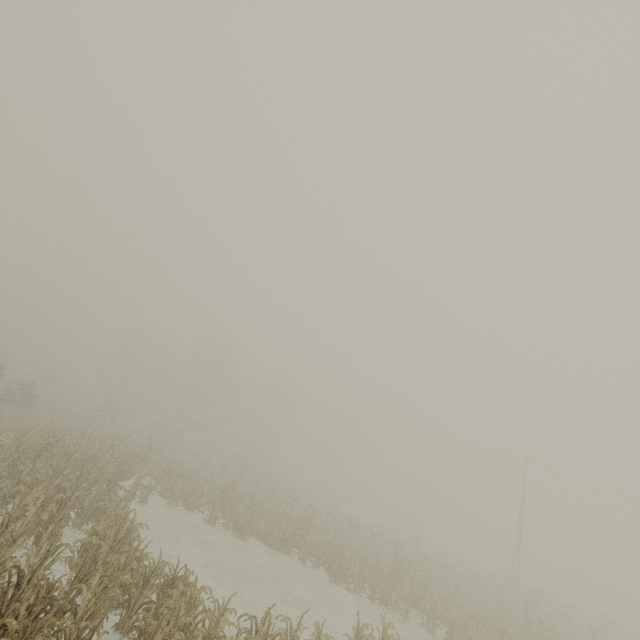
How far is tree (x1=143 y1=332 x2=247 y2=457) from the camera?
47.3m

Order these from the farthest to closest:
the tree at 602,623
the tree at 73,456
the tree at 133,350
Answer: the tree at 133,350, the tree at 602,623, the tree at 73,456

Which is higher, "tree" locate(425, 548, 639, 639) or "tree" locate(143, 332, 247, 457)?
"tree" locate(143, 332, 247, 457)

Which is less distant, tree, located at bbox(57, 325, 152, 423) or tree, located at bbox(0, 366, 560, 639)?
tree, located at bbox(0, 366, 560, 639)

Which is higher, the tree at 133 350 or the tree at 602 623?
the tree at 133 350

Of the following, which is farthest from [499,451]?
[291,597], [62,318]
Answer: [62,318]

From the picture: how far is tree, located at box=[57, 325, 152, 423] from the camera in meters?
48.0 m

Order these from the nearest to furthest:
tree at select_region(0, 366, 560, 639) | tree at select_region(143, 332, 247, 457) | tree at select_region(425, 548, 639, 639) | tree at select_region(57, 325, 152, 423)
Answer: tree at select_region(0, 366, 560, 639) < tree at select_region(425, 548, 639, 639) < tree at select_region(143, 332, 247, 457) < tree at select_region(57, 325, 152, 423)
